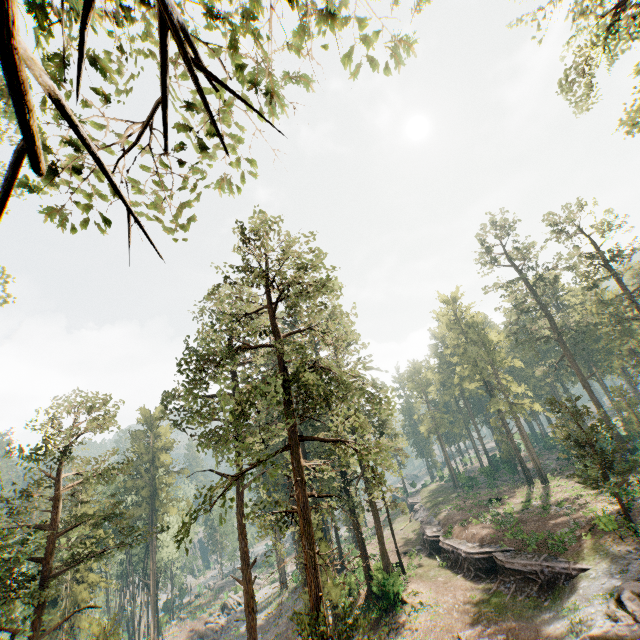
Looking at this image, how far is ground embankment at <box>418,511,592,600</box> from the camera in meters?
23.2 m

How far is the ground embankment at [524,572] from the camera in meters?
23.2

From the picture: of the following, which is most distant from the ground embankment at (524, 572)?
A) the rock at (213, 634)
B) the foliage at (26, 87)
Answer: the rock at (213, 634)

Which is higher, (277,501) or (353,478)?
(277,501)

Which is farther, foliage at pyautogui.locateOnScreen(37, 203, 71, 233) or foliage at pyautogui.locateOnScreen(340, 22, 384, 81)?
foliage at pyautogui.locateOnScreen(37, 203, 71, 233)

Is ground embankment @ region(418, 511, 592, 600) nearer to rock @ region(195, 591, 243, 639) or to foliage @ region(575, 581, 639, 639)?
foliage @ region(575, 581, 639, 639)

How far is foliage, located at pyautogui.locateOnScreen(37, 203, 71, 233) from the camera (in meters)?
6.17
